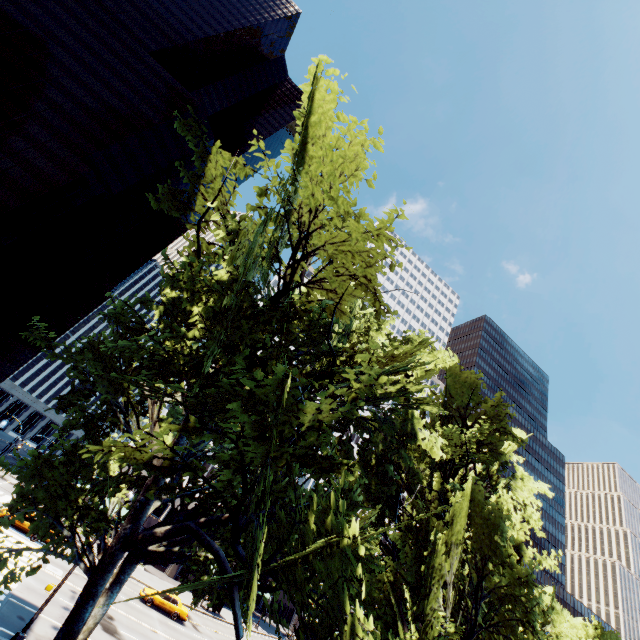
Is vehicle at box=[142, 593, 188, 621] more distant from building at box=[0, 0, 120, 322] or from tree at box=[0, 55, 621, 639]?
building at box=[0, 0, 120, 322]

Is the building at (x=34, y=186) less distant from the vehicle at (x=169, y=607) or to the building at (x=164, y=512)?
the building at (x=164, y=512)

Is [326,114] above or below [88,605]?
above

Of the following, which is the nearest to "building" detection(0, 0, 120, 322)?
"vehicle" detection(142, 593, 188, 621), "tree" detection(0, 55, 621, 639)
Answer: "vehicle" detection(142, 593, 188, 621)

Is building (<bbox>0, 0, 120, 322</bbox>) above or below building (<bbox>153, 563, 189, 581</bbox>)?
above

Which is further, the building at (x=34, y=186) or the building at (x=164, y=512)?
the building at (x=34, y=186)

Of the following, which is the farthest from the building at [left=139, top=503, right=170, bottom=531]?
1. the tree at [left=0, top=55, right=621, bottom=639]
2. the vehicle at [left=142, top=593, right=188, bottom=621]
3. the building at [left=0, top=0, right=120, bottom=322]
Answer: the building at [left=0, top=0, right=120, bottom=322]
